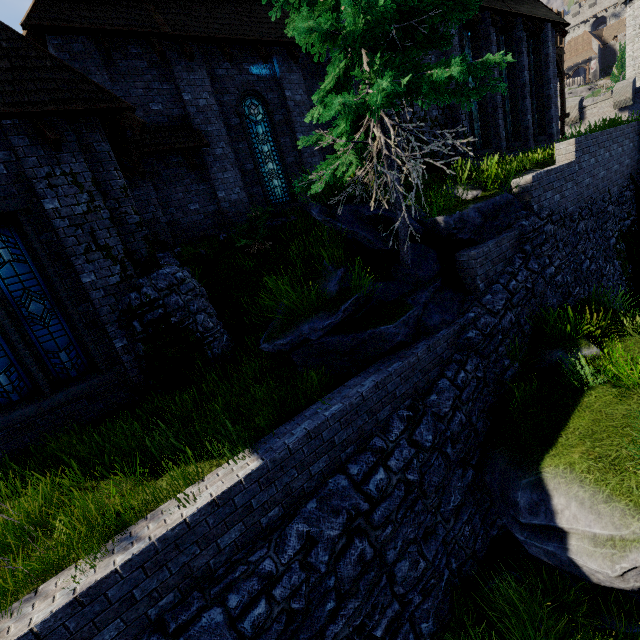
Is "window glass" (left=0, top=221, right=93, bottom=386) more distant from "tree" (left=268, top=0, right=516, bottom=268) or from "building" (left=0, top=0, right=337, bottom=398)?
"tree" (left=268, top=0, right=516, bottom=268)

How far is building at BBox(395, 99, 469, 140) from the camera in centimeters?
1187cm

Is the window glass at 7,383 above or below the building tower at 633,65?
below

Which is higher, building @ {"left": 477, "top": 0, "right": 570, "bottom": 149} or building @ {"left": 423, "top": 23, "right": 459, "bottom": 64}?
building @ {"left": 423, "top": 23, "right": 459, "bottom": 64}

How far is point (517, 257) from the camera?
8.0 meters

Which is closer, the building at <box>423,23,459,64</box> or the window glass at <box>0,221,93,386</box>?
the window glass at <box>0,221,93,386</box>

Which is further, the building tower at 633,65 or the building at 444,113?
the building tower at 633,65

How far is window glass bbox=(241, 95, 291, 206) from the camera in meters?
11.5
